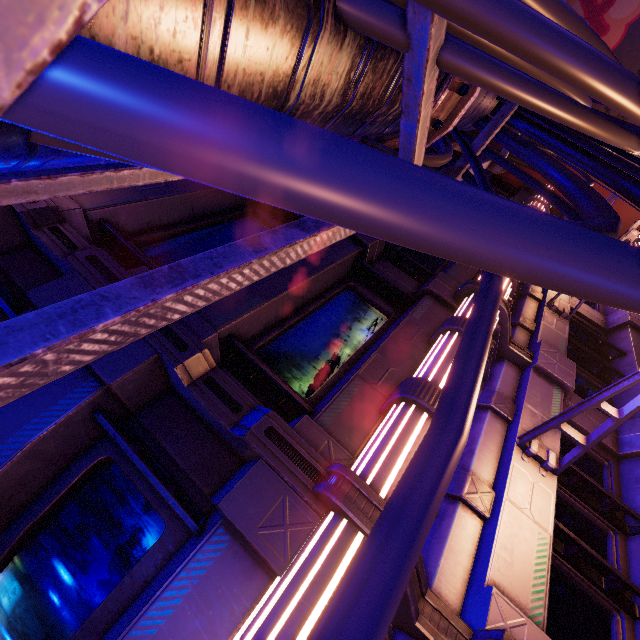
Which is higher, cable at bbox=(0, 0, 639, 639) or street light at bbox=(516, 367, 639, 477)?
cable at bbox=(0, 0, 639, 639)

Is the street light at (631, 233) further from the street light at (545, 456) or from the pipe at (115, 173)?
the street light at (545, 456)

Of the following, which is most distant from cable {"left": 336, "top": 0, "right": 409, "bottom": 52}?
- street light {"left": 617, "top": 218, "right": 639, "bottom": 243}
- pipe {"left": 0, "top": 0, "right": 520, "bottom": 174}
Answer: street light {"left": 617, "top": 218, "right": 639, "bottom": 243}

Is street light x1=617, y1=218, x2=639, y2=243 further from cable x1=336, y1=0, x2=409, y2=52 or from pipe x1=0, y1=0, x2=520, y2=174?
pipe x1=0, y1=0, x2=520, y2=174

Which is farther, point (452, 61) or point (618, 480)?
point (618, 480)

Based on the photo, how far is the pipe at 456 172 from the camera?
3.8m

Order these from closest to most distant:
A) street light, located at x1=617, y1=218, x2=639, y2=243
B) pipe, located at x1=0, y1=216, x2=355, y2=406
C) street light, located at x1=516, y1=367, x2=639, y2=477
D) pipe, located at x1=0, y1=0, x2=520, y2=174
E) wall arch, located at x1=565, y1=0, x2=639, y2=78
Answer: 1. pipe, located at x1=0, y1=0, x2=520, y2=174
2. pipe, located at x1=0, y1=216, x2=355, y2=406
3. street light, located at x1=516, y1=367, x2=639, y2=477
4. street light, located at x1=617, y1=218, x2=639, y2=243
5. wall arch, located at x1=565, y1=0, x2=639, y2=78
